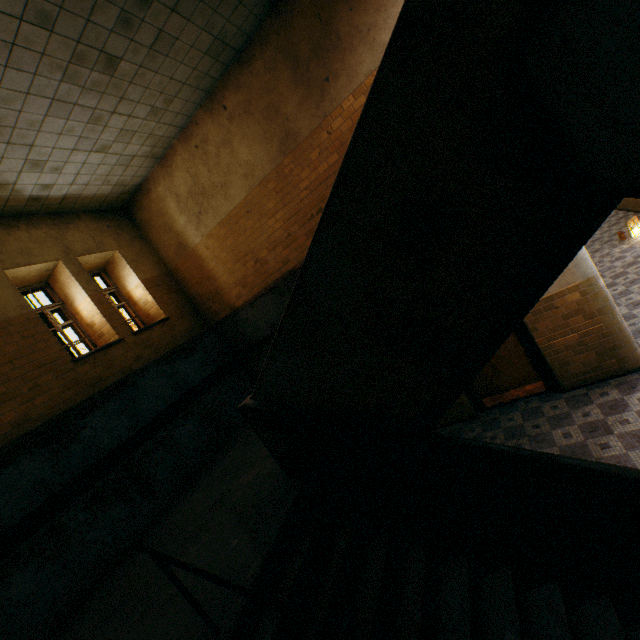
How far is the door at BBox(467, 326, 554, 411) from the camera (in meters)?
6.49

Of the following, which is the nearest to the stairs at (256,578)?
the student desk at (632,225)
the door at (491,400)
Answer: the door at (491,400)

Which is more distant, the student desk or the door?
the student desk

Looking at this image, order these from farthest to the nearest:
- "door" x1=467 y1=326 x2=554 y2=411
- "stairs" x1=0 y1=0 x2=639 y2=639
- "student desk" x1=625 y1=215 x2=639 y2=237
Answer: "student desk" x1=625 y1=215 x2=639 y2=237
"door" x1=467 y1=326 x2=554 y2=411
"stairs" x1=0 y1=0 x2=639 y2=639

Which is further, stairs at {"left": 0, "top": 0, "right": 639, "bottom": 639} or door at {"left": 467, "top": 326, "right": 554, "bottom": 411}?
door at {"left": 467, "top": 326, "right": 554, "bottom": 411}

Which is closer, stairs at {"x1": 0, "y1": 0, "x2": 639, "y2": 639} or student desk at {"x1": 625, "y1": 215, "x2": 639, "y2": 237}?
stairs at {"x1": 0, "y1": 0, "x2": 639, "y2": 639}

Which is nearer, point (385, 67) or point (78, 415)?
point (385, 67)

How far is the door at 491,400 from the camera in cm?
649
